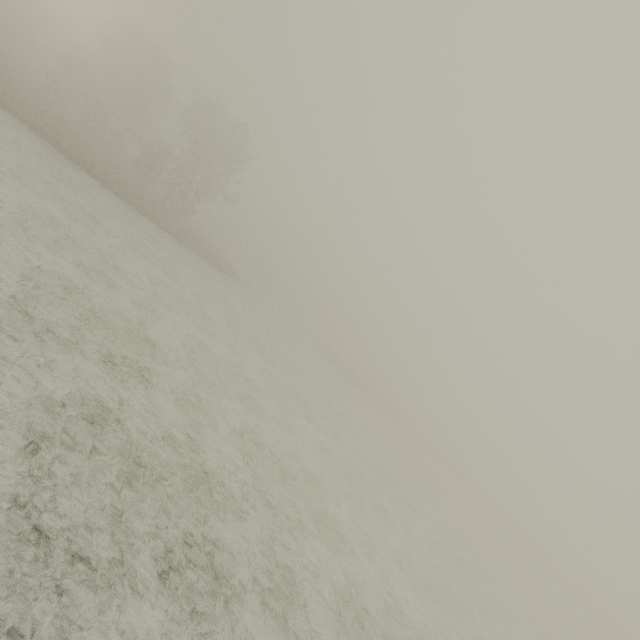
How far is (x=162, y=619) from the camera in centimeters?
455cm
